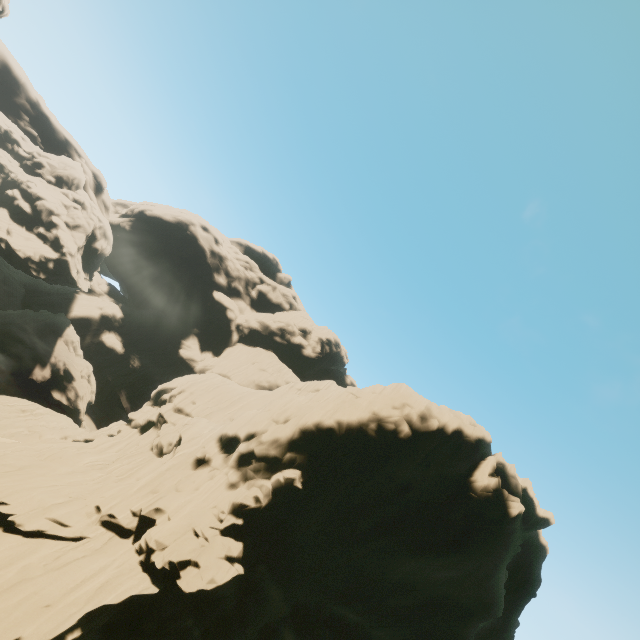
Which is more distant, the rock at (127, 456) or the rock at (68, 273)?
the rock at (68, 273)

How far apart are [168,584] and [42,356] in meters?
50.7

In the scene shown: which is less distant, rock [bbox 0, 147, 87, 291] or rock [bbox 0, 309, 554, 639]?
rock [bbox 0, 309, 554, 639]
